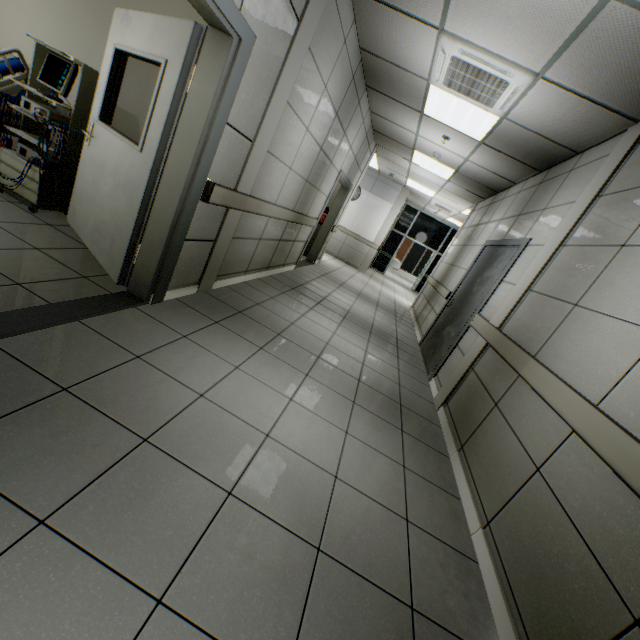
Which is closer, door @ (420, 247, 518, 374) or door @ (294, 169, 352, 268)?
door @ (420, 247, 518, 374)

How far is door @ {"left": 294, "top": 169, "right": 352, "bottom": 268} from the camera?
6.5m

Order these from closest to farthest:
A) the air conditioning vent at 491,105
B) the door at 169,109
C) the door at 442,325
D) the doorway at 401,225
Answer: the door at 169,109 < the air conditioning vent at 491,105 < the door at 442,325 < the doorway at 401,225

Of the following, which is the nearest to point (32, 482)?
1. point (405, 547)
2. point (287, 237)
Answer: point (405, 547)

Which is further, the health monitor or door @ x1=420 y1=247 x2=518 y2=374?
door @ x1=420 y1=247 x2=518 y2=374

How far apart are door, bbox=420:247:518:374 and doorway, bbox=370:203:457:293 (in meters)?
9.53

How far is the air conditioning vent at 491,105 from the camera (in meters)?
2.98

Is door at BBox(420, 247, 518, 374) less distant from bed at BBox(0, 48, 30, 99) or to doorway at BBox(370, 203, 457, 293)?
bed at BBox(0, 48, 30, 99)
